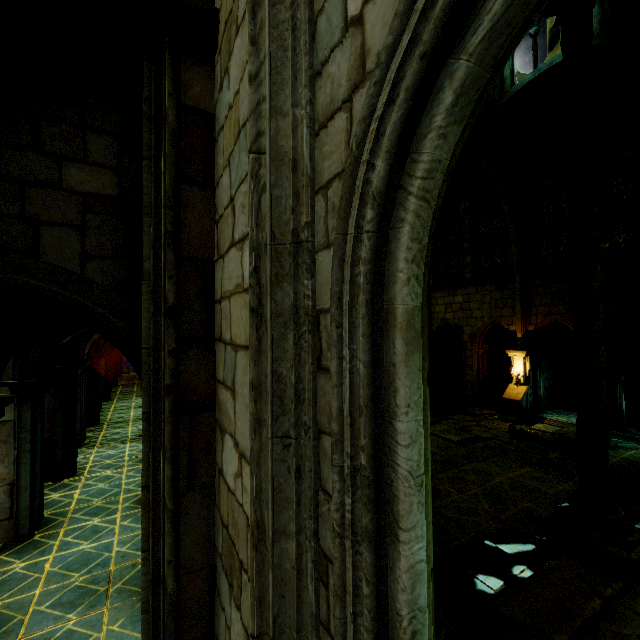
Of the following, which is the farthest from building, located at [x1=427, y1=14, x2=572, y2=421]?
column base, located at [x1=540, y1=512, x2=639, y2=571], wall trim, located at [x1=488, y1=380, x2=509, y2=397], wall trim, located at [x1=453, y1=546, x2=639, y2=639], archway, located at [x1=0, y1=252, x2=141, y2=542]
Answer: column base, located at [x1=540, y1=512, x2=639, y2=571]

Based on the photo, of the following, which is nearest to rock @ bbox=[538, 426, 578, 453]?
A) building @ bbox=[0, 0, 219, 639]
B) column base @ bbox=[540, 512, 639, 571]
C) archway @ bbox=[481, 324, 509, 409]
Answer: building @ bbox=[0, 0, 219, 639]

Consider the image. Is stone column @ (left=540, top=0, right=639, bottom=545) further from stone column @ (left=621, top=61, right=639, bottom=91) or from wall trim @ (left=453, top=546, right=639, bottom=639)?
stone column @ (left=621, top=61, right=639, bottom=91)

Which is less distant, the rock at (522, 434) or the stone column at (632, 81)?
the stone column at (632, 81)

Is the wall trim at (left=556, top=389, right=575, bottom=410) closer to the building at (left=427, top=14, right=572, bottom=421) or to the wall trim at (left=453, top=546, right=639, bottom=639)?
the building at (left=427, top=14, right=572, bottom=421)

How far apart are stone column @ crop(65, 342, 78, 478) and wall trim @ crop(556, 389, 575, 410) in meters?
21.1

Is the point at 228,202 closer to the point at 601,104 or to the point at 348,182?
the point at 348,182

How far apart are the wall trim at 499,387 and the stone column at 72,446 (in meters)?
20.87
